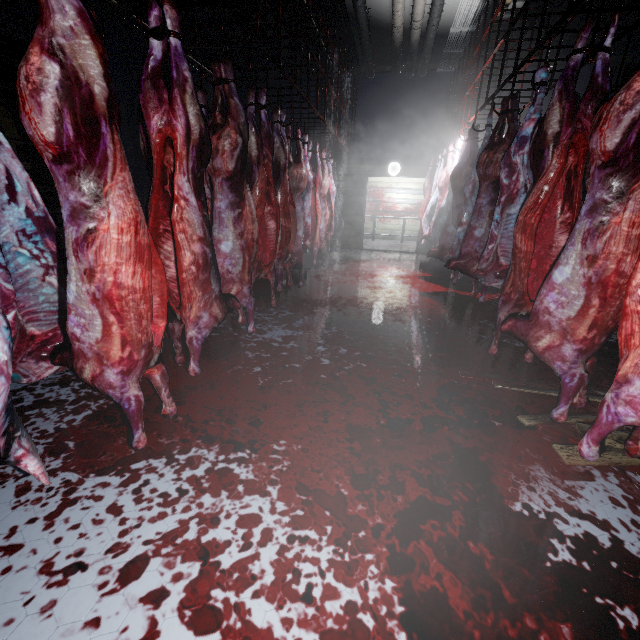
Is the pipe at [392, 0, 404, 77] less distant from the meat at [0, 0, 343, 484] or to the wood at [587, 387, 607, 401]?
the meat at [0, 0, 343, 484]

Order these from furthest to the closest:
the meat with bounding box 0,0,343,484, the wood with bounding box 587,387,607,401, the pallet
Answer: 1. the pallet
2. the wood with bounding box 587,387,607,401
3. the meat with bounding box 0,0,343,484

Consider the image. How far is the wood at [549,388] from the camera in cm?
225

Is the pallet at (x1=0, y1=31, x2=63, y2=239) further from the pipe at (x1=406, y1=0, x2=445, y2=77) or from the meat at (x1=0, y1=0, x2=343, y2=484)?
the pipe at (x1=406, y1=0, x2=445, y2=77)

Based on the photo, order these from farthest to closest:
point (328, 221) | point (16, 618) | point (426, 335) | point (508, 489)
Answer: point (328, 221), point (426, 335), point (508, 489), point (16, 618)

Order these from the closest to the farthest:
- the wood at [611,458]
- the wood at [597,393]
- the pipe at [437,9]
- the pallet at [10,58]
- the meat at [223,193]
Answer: the meat at [223,193] → the wood at [611,458] → the wood at [597,393] → the pallet at [10,58] → the pipe at [437,9]

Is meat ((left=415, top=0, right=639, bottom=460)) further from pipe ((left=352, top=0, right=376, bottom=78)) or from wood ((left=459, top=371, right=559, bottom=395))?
pipe ((left=352, top=0, right=376, bottom=78))
